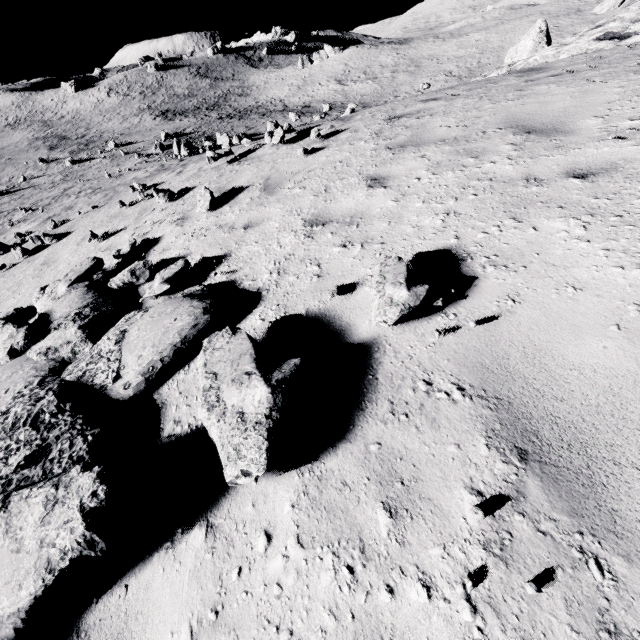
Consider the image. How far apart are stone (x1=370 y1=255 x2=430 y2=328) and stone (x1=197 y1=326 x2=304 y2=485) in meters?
0.7

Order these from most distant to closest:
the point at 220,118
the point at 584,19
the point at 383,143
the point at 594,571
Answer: the point at 220,118 < the point at 584,19 < the point at 383,143 < the point at 594,571

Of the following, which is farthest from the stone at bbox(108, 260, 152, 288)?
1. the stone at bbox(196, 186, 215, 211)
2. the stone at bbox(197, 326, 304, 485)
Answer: the stone at bbox(197, 326, 304, 485)

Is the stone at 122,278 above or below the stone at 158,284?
below

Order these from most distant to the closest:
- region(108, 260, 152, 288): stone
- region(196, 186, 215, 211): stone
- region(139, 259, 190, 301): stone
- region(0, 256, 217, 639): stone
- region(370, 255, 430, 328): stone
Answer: region(196, 186, 215, 211): stone, region(108, 260, 152, 288): stone, region(139, 259, 190, 301): stone, region(370, 255, 430, 328): stone, region(0, 256, 217, 639): stone

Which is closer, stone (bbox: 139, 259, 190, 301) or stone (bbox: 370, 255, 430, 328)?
stone (bbox: 370, 255, 430, 328)

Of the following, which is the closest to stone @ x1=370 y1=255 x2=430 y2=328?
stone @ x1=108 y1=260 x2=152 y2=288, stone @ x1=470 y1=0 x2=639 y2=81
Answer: stone @ x1=108 y1=260 x2=152 y2=288

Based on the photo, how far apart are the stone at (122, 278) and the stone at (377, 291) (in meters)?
3.83
